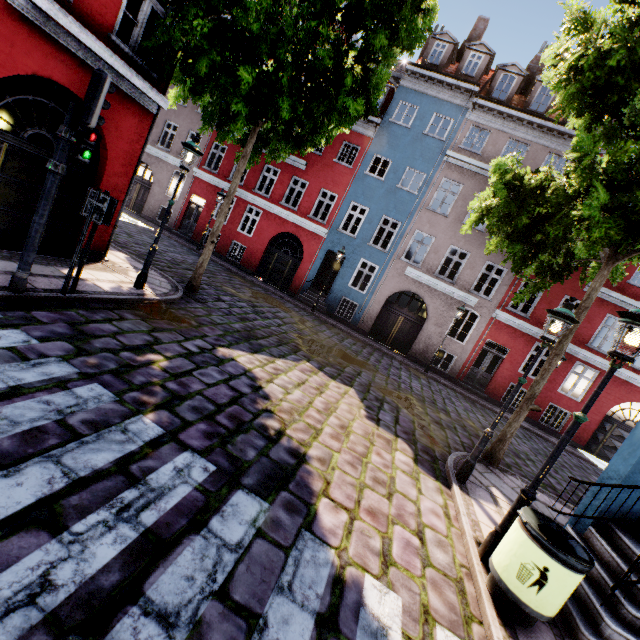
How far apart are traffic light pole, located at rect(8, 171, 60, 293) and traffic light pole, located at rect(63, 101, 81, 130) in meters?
0.7

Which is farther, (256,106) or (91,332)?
(256,106)

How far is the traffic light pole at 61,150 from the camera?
4.6 meters

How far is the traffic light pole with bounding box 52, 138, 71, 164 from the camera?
4.62m

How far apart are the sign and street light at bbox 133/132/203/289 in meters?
2.1 m

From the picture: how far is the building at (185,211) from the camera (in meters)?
20.33

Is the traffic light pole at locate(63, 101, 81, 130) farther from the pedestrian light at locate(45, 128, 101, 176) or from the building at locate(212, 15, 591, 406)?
the building at locate(212, 15, 591, 406)

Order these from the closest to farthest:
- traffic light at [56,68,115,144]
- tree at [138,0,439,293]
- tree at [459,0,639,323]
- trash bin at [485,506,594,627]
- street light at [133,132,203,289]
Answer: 1. trash bin at [485,506,594,627]
2. traffic light at [56,68,115,144]
3. tree at [459,0,639,323]
4. tree at [138,0,439,293]
5. street light at [133,132,203,289]
